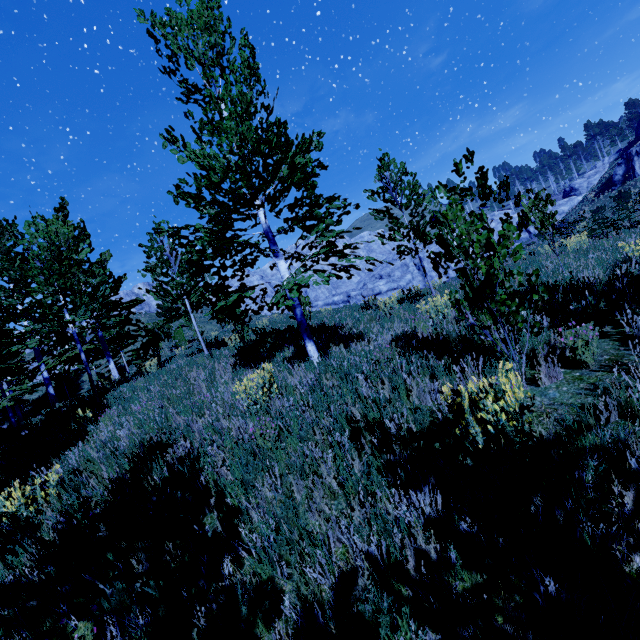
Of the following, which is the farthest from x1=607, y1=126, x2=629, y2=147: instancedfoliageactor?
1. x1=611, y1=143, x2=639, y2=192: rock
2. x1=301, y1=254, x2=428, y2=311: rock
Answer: x1=611, y1=143, x2=639, y2=192: rock

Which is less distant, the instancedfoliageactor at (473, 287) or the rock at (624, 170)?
the instancedfoliageactor at (473, 287)

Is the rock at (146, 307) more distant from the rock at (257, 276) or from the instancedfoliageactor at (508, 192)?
the instancedfoliageactor at (508, 192)

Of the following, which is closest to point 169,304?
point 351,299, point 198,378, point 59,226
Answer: point 59,226

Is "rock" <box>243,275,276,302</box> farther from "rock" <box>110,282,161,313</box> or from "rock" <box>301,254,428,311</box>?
"rock" <box>110,282,161,313</box>

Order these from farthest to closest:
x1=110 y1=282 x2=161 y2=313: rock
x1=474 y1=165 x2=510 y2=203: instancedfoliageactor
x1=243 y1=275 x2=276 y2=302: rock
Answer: x1=243 y1=275 x2=276 y2=302: rock, x1=110 y1=282 x2=161 y2=313: rock, x1=474 y1=165 x2=510 y2=203: instancedfoliageactor

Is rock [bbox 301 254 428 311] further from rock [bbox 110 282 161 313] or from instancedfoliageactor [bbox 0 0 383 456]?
instancedfoliageactor [bbox 0 0 383 456]

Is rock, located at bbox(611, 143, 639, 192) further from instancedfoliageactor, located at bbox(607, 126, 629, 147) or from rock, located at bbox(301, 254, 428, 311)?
instancedfoliageactor, located at bbox(607, 126, 629, 147)
